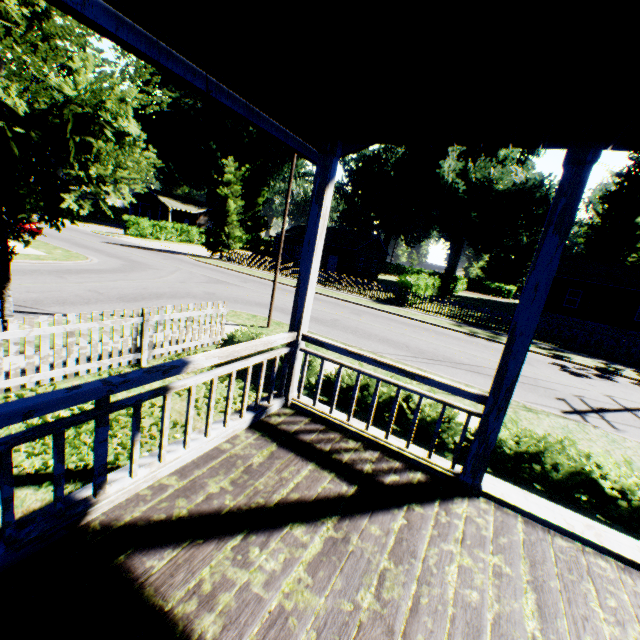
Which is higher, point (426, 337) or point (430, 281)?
point (430, 281)

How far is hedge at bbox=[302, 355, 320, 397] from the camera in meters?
6.8 m

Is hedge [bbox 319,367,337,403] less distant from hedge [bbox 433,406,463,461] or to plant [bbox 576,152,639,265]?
hedge [bbox 433,406,463,461]

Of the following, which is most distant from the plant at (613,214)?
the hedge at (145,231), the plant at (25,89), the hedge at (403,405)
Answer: the hedge at (145,231)

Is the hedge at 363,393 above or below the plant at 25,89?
below

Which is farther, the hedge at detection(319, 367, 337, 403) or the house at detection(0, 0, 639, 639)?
the hedge at detection(319, 367, 337, 403)

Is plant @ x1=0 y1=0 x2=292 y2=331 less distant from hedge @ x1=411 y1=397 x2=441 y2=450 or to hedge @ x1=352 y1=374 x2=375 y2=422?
hedge @ x1=411 y1=397 x2=441 y2=450

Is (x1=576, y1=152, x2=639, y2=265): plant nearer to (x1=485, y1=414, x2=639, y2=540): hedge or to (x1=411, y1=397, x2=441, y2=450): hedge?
(x1=485, y1=414, x2=639, y2=540): hedge
